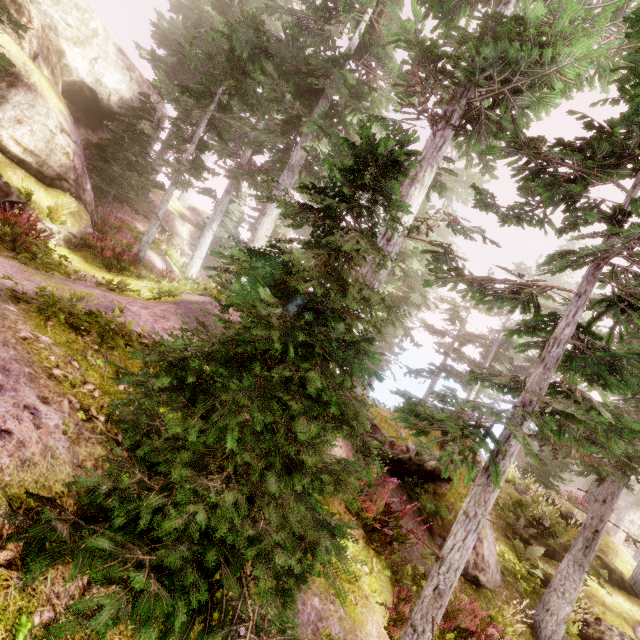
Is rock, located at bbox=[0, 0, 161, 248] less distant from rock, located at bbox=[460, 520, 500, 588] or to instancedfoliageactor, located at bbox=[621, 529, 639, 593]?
instancedfoliageactor, located at bbox=[621, 529, 639, 593]

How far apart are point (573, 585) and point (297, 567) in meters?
9.3

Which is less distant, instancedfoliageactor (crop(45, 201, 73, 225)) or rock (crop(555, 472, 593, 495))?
instancedfoliageactor (crop(45, 201, 73, 225))

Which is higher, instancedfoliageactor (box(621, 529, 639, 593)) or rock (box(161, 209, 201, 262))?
rock (box(161, 209, 201, 262))

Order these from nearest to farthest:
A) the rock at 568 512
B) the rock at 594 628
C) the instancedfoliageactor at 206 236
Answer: the instancedfoliageactor at 206 236 < the rock at 594 628 < the rock at 568 512

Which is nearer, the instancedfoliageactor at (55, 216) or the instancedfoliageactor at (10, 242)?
the instancedfoliageactor at (10, 242)

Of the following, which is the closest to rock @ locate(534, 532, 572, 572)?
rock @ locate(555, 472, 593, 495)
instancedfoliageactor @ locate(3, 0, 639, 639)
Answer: instancedfoliageactor @ locate(3, 0, 639, 639)

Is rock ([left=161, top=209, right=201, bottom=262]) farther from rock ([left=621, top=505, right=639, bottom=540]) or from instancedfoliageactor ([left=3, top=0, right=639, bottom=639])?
rock ([left=621, top=505, right=639, bottom=540])
